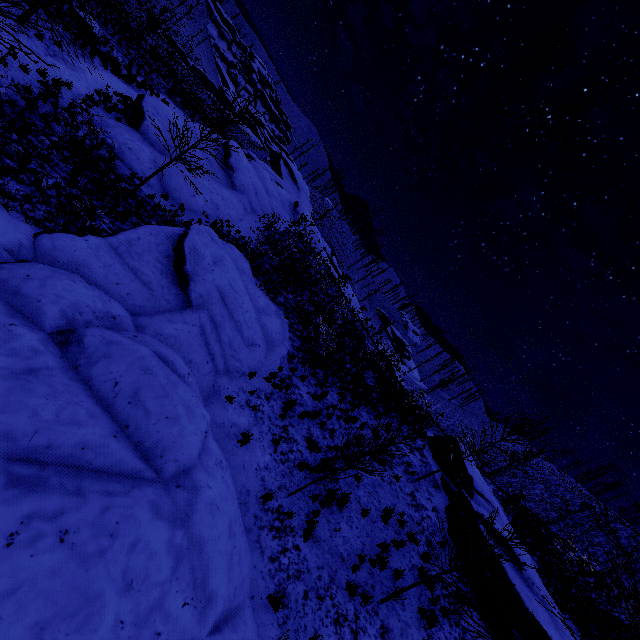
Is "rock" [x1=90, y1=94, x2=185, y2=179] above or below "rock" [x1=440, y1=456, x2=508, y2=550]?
below

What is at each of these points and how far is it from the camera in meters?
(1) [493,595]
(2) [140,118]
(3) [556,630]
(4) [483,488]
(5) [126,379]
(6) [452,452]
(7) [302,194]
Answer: (1) rock, 10.3 m
(2) rock, 16.7 m
(3) rock, 10.5 m
(4) rock, 15.3 m
(5) rock, 5.8 m
(6) rock, 17.6 m
(7) rock, 57.1 m

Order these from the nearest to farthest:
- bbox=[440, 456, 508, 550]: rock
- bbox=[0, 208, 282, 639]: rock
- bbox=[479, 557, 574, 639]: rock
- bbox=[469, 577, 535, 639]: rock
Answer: bbox=[0, 208, 282, 639]: rock
bbox=[469, 577, 535, 639]: rock
bbox=[479, 557, 574, 639]: rock
bbox=[440, 456, 508, 550]: rock

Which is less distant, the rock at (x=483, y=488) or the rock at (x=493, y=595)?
the rock at (x=493, y=595)

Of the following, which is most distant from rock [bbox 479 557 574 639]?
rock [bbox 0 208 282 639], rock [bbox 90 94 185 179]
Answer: rock [bbox 90 94 185 179]

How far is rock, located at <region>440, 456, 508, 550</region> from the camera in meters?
12.5

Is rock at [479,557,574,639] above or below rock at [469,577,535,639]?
above
